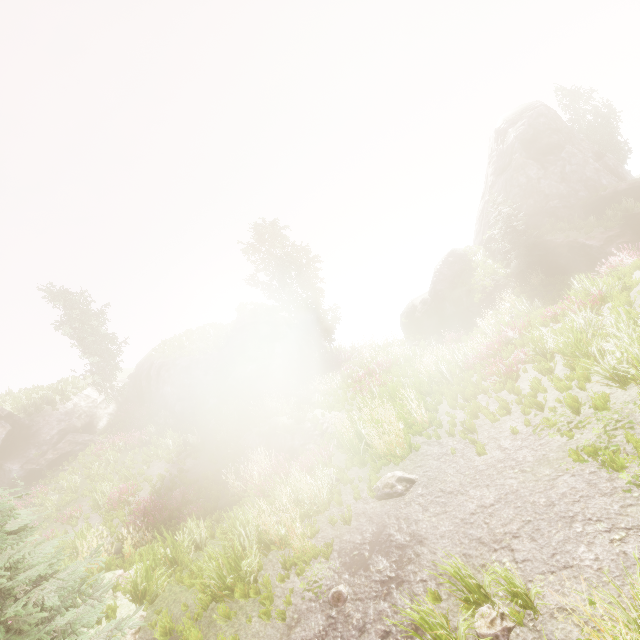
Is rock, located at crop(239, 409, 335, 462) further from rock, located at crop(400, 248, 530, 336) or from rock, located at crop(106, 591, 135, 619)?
rock, located at crop(400, 248, 530, 336)

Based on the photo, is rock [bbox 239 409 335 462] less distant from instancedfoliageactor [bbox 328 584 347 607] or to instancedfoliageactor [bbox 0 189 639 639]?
instancedfoliageactor [bbox 0 189 639 639]

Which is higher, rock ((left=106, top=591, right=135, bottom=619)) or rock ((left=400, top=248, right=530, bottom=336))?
rock ((left=400, top=248, right=530, bottom=336))

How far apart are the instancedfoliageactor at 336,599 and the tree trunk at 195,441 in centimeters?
1343cm

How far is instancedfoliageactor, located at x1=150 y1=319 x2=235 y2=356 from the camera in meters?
25.0 m

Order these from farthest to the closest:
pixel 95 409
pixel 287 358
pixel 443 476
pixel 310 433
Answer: pixel 95 409, pixel 287 358, pixel 310 433, pixel 443 476

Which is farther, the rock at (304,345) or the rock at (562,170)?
the rock at (562,170)

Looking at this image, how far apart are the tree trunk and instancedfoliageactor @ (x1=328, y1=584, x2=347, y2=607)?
13.4m
